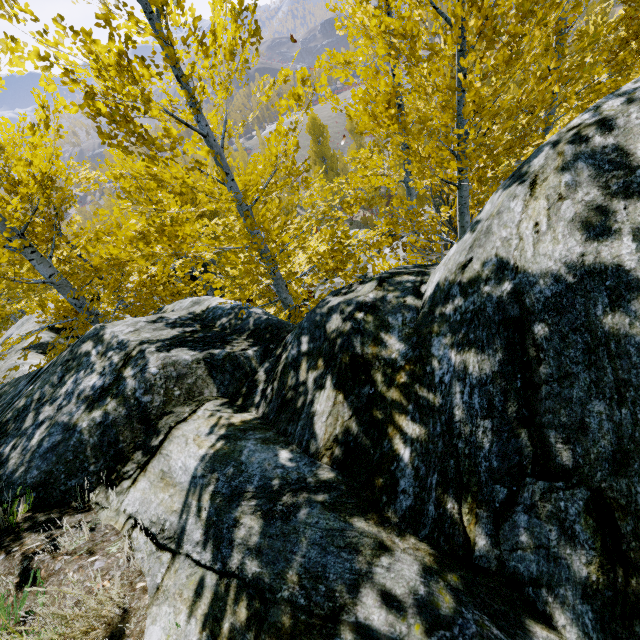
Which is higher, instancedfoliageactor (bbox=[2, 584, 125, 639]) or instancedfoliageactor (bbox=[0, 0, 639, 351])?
instancedfoliageactor (bbox=[2, 584, 125, 639])

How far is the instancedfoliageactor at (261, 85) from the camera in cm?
393

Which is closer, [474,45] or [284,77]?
[474,45]

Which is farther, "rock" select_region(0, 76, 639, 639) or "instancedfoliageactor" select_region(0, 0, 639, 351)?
"instancedfoliageactor" select_region(0, 0, 639, 351)

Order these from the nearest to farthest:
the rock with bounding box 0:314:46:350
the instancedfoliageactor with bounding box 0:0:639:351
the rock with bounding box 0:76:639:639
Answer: the rock with bounding box 0:76:639:639
the instancedfoliageactor with bounding box 0:0:639:351
the rock with bounding box 0:314:46:350

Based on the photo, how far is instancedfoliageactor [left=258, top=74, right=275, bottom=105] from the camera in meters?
3.9

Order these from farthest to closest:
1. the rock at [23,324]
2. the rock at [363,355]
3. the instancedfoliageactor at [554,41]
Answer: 1. the rock at [23,324]
2. the instancedfoliageactor at [554,41]
3. the rock at [363,355]
